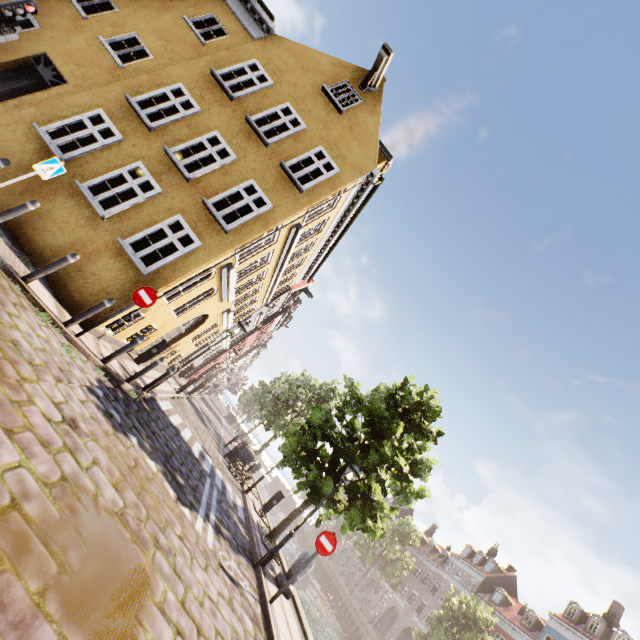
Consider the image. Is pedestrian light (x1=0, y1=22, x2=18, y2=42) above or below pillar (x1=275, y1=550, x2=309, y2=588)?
above

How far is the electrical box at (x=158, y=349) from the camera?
12.05m

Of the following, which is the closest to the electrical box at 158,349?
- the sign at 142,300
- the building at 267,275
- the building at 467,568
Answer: the building at 267,275

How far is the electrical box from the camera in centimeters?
1205cm

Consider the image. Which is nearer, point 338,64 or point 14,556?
point 14,556

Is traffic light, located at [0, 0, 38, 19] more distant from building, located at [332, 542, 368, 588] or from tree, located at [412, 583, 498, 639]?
building, located at [332, 542, 368, 588]

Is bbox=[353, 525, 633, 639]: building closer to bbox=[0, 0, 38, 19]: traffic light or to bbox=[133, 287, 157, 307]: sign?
bbox=[133, 287, 157, 307]: sign

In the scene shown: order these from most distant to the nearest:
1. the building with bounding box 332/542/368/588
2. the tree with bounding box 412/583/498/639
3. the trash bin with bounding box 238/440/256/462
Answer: the building with bounding box 332/542/368/588, the tree with bounding box 412/583/498/639, the trash bin with bounding box 238/440/256/462
